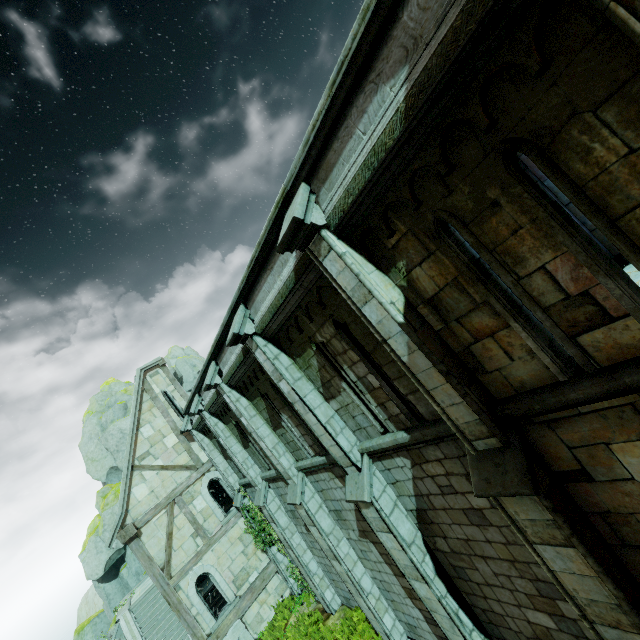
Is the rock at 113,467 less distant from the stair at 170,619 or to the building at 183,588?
the stair at 170,619

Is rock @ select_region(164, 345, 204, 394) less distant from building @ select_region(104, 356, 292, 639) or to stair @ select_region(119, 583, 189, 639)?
stair @ select_region(119, 583, 189, 639)

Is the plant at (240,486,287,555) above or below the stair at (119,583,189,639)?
above

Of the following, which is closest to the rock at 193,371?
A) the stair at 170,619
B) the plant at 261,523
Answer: the stair at 170,619

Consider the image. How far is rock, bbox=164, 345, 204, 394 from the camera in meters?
47.9

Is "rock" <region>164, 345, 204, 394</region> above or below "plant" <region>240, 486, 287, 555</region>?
above

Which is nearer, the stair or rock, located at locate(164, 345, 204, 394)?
the stair

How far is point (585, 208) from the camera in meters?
3.0 m
